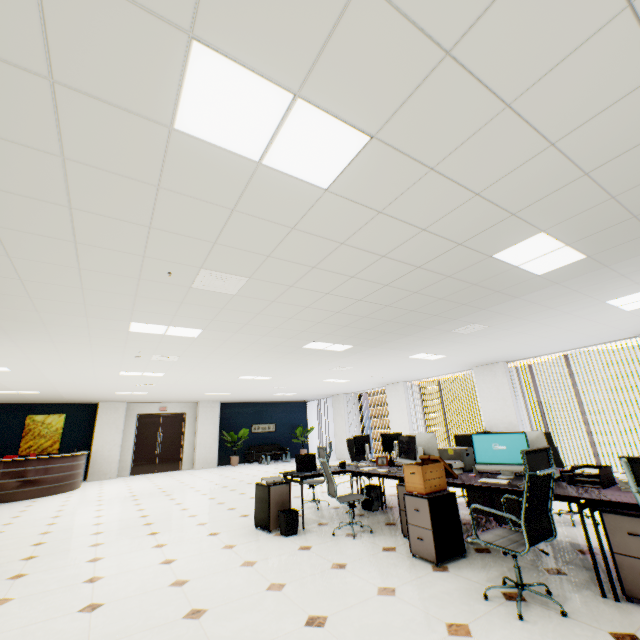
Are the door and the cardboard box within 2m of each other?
no

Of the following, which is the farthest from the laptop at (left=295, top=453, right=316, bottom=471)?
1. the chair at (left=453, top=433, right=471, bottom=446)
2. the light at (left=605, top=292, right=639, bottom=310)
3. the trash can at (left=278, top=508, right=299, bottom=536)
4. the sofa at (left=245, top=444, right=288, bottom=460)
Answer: the sofa at (left=245, top=444, right=288, bottom=460)

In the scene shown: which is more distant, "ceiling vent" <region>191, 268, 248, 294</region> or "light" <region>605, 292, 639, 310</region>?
"light" <region>605, 292, 639, 310</region>

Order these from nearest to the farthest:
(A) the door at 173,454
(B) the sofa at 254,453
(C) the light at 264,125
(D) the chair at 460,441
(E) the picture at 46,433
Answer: (C) the light at 264,125 < (D) the chair at 460,441 < (E) the picture at 46,433 < (A) the door at 173,454 < (B) the sofa at 254,453

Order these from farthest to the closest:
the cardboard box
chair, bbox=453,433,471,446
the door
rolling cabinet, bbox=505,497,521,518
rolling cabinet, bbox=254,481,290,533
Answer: the door, chair, bbox=453,433,471,446, rolling cabinet, bbox=254,481,290,533, rolling cabinet, bbox=505,497,521,518, the cardboard box

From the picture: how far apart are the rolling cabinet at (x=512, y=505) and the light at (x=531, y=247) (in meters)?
2.78

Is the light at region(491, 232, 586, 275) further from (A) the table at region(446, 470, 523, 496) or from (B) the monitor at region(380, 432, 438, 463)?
(B) the monitor at region(380, 432, 438, 463)

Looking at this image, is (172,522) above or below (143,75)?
below
